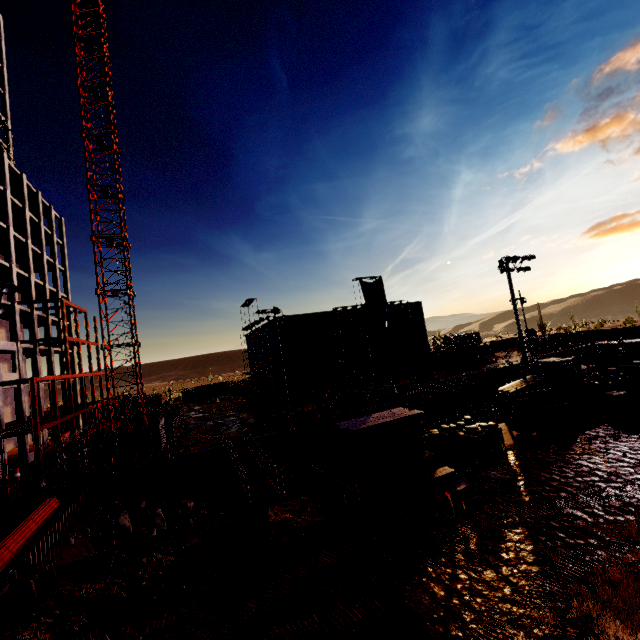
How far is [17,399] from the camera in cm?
3105

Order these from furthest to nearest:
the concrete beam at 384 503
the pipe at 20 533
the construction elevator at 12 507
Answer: the construction elevator at 12 507 → the pipe at 20 533 → the concrete beam at 384 503

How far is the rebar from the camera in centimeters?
5147cm

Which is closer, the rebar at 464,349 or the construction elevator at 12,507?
the construction elevator at 12,507

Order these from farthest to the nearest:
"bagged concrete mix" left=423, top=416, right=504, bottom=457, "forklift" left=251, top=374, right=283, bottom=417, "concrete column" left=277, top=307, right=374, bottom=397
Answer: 1. "concrete column" left=277, top=307, right=374, bottom=397
2. "forklift" left=251, top=374, right=283, bottom=417
3. "bagged concrete mix" left=423, top=416, right=504, bottom=457

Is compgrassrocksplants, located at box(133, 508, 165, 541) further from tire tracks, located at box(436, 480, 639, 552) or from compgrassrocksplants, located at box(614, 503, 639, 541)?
compgrassrocksplants, located at box(614, 503, 639, 541)

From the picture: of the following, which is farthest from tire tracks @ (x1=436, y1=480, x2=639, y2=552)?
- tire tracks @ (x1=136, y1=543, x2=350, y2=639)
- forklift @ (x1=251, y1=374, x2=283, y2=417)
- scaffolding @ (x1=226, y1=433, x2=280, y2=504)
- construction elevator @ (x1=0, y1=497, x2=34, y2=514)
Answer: forklift @ (x1=251, y1=374, x2=283, y2=417)

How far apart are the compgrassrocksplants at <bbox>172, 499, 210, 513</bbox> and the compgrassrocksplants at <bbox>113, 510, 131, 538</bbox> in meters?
2.5
